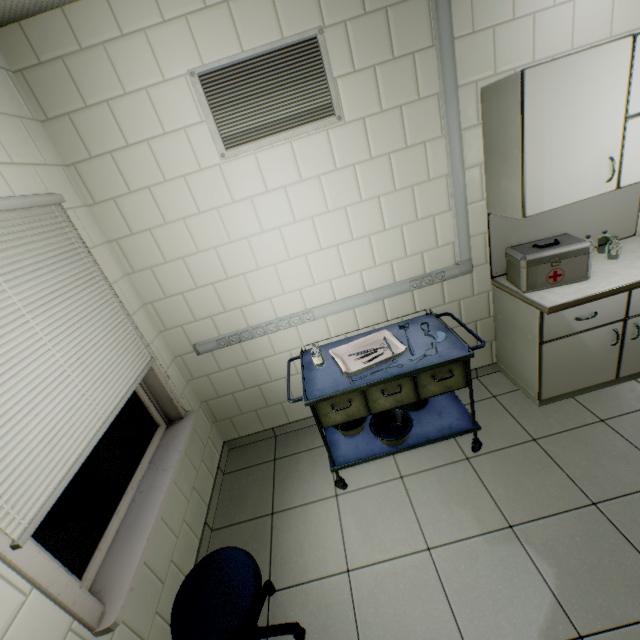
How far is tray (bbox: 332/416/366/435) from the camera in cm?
237

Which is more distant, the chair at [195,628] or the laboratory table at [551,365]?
the laboratory table at [551,365]

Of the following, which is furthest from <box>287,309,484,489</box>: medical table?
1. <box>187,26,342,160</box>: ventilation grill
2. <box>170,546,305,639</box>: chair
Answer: <box>187,26,342,160</box>: ventilation grill

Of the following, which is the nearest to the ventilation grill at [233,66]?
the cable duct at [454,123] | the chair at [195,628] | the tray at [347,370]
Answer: the cable duct at [454,123]

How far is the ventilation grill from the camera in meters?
1.9 m

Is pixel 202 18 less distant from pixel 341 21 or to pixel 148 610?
→ pixel 341 21

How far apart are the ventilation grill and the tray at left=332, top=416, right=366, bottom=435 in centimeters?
193cm

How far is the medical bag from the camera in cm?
215
